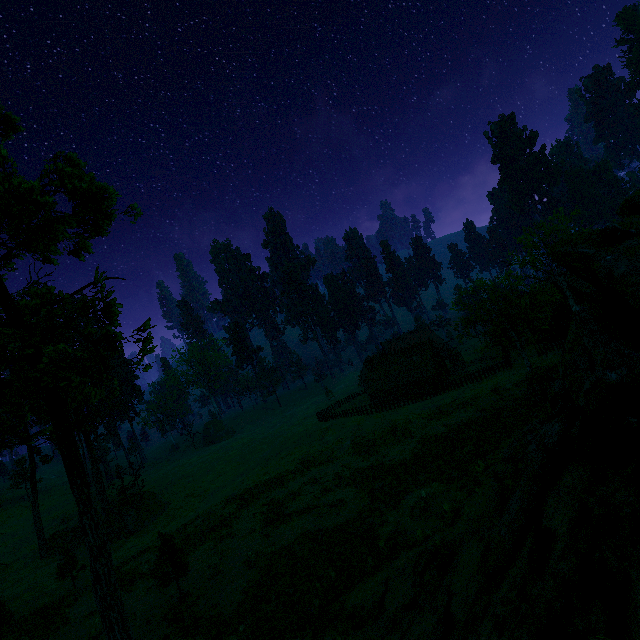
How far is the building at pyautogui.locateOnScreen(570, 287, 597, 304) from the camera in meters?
48.1 m

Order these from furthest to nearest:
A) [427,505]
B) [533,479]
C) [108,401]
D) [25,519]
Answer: Answer: [108,401] → [25,519] → [427,505] → [533,479]

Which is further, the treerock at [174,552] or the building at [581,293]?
the building at [581,293]

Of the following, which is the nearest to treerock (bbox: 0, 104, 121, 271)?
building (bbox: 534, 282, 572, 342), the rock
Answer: building (bbox: 534, 282, 572, 342)

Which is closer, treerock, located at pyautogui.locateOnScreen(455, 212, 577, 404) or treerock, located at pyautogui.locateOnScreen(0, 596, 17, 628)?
treerock, located at pyautogui.locateOnScreen(0, 596, 17, 628)

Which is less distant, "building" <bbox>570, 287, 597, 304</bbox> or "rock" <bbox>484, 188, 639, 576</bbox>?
"rock" <bbox>484, 188, 639, 576</bbox>

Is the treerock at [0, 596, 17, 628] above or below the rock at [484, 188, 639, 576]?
below

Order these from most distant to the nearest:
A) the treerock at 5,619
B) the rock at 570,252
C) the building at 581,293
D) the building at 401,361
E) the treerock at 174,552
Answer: the building at 401,361 → the building at 581,293 → the treerock at 5,619 → the treerock at 174,552 → the rock at 570,252
